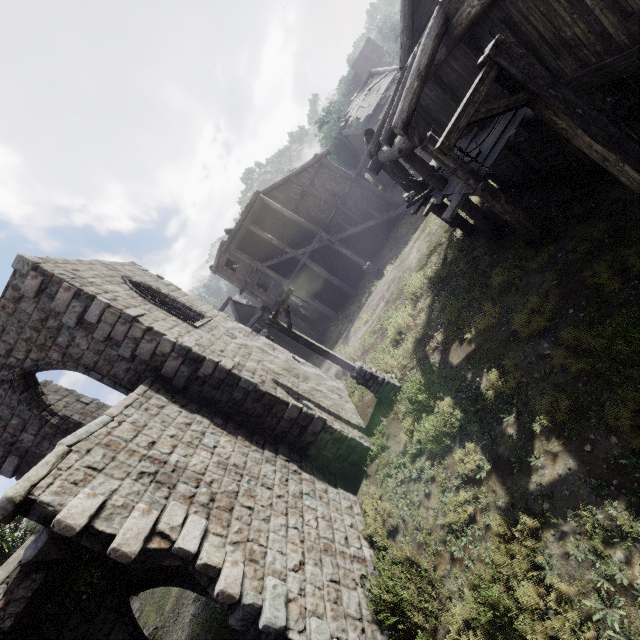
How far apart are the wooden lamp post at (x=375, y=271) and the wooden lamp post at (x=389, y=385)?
10.59m

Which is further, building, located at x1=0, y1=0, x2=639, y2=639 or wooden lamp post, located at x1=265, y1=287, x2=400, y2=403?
wooden lamp post, located at x1=265, y1=287, x2=400, y2=403

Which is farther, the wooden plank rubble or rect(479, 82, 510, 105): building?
the wooden plank rubble

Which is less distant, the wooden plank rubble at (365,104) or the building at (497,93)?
the building at (497,93)

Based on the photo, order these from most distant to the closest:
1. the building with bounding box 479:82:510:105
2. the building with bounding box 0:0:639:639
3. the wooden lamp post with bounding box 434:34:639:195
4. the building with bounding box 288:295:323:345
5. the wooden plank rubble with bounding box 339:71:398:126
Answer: the building with bounding box 288:295:323:345 < the wooden plank rubble with bounding box 339:71:398:126 < the building with bounding box 479:82:510:105 < the building with bounding box 0:0:639:639 < the wooden lamp post with bounding box 434:34:639:195

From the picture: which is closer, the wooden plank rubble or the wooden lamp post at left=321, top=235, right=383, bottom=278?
the wooden lamp post at left=321, top=235, right=383, bottom=278

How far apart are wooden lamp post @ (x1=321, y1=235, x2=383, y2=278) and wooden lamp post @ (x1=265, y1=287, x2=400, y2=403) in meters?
10.6 m

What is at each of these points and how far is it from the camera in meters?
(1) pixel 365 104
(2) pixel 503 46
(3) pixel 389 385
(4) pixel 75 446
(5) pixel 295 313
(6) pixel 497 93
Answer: (1) wooden plank rubble, 24.3
(2) wooden lamp post, 4.2
(3) wooden lamp post, 11.4
(4) building, 5.8
(5) building, 29.2
(6) building, 8.2
